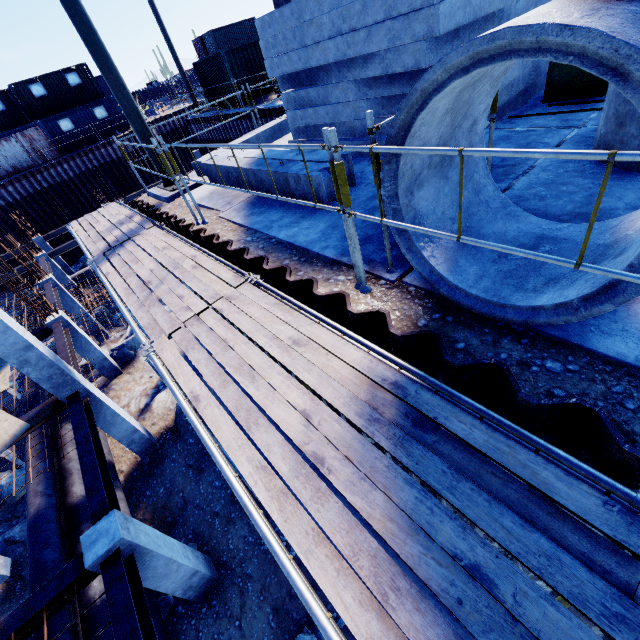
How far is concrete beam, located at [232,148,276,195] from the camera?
5.4m

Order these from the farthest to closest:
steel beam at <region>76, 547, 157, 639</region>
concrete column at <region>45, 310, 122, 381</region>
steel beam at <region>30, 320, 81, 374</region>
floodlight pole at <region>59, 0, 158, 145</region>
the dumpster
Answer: concrete column at <region>45, 310, 122, 381</region> < steel beam at <region>30, 320, 81, 374</region> < floodlight pole at <region>59, 0, 158, 145</region> < the dumpster < steel beam at <region>76, 547, 157, 639</region>

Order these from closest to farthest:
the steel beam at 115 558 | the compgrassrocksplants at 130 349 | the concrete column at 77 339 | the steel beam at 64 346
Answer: the steel beam at 115 558, the steel beam at 64 346, the concrete column at 77 339, the compgrassrocksplants at 130 349

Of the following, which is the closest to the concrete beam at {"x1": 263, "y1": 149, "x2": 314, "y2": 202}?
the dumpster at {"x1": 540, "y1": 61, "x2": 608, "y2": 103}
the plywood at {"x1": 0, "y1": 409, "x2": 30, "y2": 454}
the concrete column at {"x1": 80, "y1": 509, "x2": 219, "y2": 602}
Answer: the dumpster at {"x1": 540, "y1": 61, "x2": 608, "y2": 103}

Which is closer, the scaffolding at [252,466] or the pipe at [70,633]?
the scaffolding at [252,466]

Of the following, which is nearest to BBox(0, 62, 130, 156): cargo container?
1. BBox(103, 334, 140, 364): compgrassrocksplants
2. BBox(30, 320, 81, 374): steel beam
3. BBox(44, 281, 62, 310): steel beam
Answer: BBox(44, 281, 62, 310): steel beam

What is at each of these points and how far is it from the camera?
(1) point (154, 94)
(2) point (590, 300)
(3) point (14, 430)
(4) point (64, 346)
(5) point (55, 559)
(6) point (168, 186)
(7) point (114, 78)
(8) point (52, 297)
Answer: (1) fence, 46.8m
(2) concrete pipe, 1.9m
(3) plywood, 8.0m
(4) steel beam, 10.5m
(5) pipe, 7.6m
(6) floodlight pole, 7.7m
(7) floodlight pole, 6.4m
(8) steel beam, 13.8m

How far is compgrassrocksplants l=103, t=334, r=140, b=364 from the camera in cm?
1446
